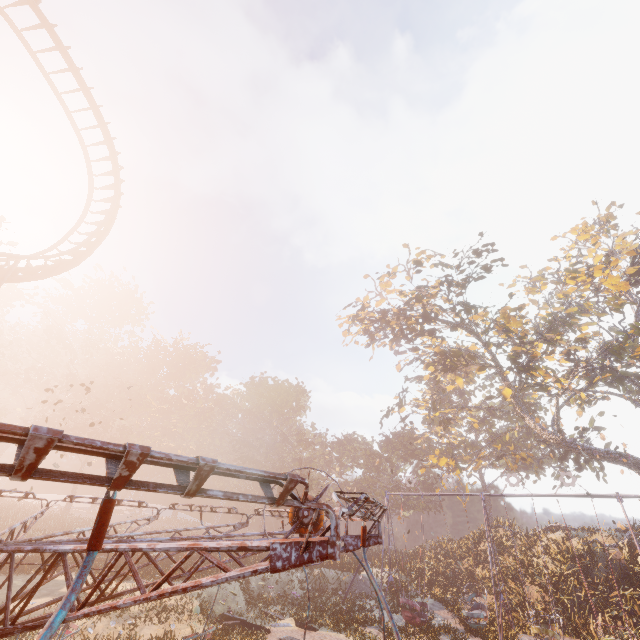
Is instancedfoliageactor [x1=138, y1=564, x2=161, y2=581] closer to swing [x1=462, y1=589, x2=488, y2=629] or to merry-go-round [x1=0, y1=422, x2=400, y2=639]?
swing [x1=462, y1=589, x2=488, y2=629]

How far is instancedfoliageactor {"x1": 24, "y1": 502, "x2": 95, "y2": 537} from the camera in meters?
29.9 m

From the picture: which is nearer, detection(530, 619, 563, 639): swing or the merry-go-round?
the merry-go-round

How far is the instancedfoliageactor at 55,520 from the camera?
29.88m

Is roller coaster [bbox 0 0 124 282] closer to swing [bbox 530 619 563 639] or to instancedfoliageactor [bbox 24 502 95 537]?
instancedfoliageactor [bbox 24 502 95 537]

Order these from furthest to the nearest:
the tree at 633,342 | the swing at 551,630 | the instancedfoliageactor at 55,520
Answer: the instancedfoliageactor at 55,520 < the tree at 633,342 < the swing at 551,630

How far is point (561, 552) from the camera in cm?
2023
